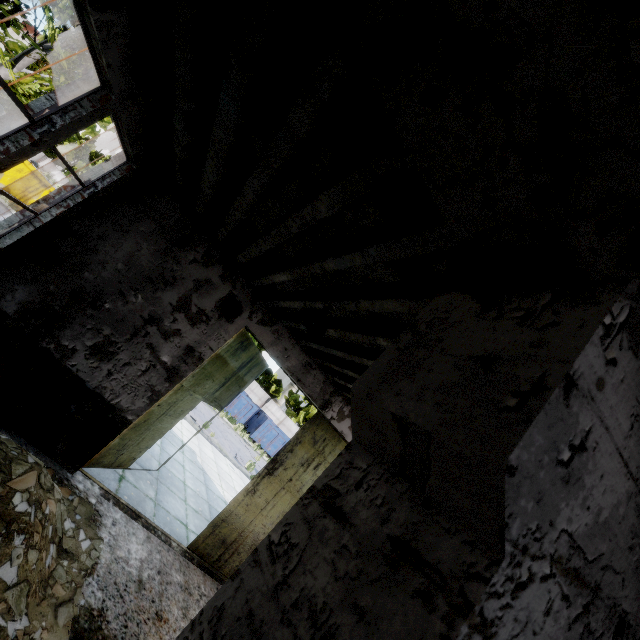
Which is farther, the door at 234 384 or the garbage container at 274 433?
the garbage container at 274 433

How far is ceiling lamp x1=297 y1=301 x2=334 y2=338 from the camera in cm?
366

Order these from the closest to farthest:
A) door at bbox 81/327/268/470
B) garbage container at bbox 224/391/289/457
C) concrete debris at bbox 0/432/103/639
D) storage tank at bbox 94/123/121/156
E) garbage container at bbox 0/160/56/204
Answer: concrete debris at bbox 0/432/103/639, door at bbox 81/327/268/470, garbage container at bbox 0/160/56/204, garbage container at bbox 224/391/289/457, storage tank at bbox 94/123/121/156

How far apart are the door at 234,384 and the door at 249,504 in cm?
196

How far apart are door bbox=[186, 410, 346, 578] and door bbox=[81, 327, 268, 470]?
2.0m

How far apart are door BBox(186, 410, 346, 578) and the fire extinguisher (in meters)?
5.83

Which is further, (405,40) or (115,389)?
(115,389)

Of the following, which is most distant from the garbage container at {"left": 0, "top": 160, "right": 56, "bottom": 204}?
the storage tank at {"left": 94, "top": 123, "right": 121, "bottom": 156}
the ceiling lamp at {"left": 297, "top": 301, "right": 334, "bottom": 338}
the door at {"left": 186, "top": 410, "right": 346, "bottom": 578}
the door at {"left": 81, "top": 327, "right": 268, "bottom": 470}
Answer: the storage tank at {"left": 94, "top": 123, "right": 121, "bottom": 156}
